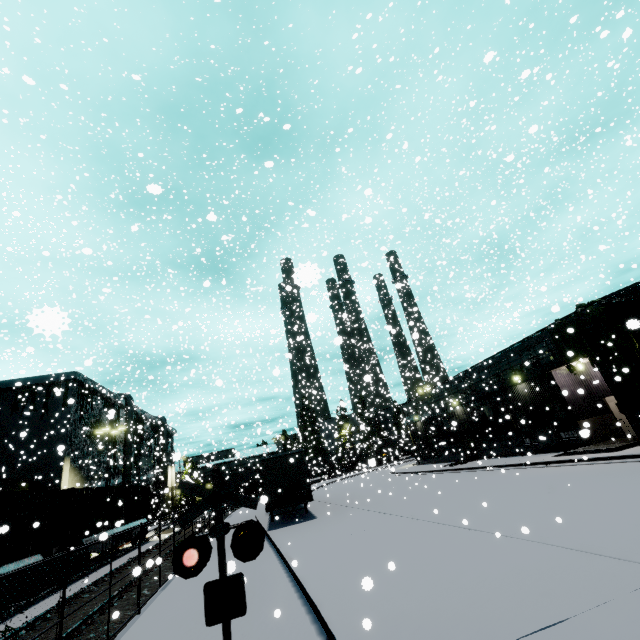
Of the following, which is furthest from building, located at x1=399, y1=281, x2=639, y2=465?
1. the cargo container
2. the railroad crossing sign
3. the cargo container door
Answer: the railroad crossing sign

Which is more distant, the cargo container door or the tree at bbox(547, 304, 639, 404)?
the tree at bbox(547, 304, 639, 404)

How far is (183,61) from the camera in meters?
12.1

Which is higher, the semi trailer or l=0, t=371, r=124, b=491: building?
l=0, t=371, r=124, b=491: building

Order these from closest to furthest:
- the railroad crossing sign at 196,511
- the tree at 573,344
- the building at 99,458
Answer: the railroad crossing sign at 196,511, the tree at 573,344, the building at 99,458

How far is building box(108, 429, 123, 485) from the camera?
36.44m

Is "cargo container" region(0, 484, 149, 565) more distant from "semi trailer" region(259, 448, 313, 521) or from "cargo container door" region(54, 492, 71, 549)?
"semi trailer" region(259, 448, 313, 521)

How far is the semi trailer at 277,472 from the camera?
17.8m
